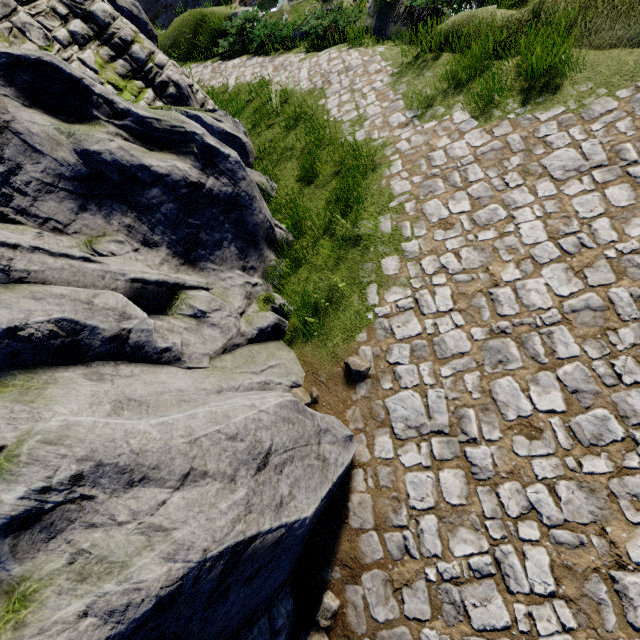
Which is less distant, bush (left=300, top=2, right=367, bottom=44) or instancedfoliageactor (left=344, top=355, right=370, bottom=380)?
instancedfoliageactor (left=344, top=355, right=370, bottom=380)

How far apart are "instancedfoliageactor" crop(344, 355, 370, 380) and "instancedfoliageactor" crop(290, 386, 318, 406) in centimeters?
46cm

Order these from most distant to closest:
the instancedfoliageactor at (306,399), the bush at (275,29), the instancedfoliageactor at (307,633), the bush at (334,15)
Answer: the bush at (275,29) < the bush at (334,15) < the instancedfoliageactor at (306,399) < the instancedfoliageactor at (307,633)

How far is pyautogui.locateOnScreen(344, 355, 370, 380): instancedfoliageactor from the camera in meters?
3.9 m

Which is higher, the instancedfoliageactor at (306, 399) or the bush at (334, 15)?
the bush at (334, 15)

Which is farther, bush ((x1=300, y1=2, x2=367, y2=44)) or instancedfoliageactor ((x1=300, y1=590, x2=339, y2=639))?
bush ((x1=300, y1=2, x2=367, y2=44))

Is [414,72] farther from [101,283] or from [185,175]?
[101,283]

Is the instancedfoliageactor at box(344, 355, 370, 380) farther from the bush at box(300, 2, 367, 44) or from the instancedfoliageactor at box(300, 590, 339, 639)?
the bush at box(300, 2, 367, 44)
